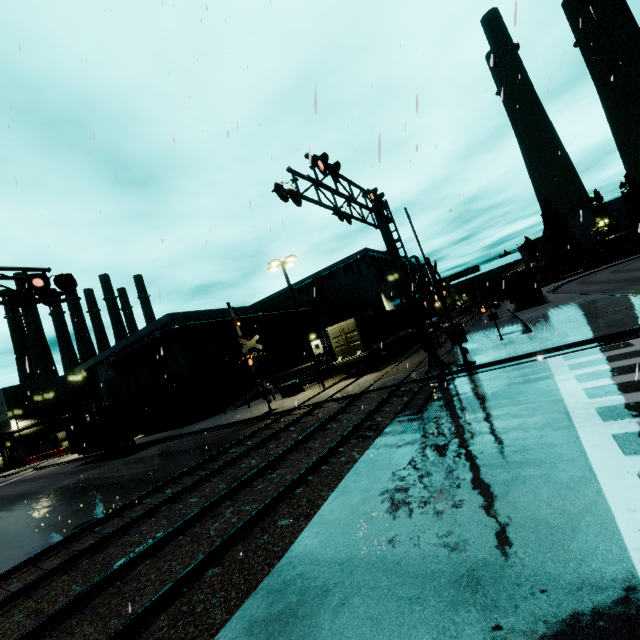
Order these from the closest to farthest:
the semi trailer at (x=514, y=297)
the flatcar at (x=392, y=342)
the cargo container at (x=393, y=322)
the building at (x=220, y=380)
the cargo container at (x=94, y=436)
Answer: the flatcar at (x=392, y=342) < the cargo container at (x=393, y=322) < the cargo container at (x=94, y=436) < the semi trailer at (x=514, y=297) < the building at (x=220, y=380)

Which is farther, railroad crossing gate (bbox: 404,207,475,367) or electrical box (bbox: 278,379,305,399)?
electrical box (bbox: 278,379,305,399)

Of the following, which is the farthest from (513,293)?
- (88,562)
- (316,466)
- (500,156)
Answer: (88,562)

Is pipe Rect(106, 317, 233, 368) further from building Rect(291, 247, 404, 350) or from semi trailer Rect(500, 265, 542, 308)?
semi trailer Rect(500, 265, 542, 308)

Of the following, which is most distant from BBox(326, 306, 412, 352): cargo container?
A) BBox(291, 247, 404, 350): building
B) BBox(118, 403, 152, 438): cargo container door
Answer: BBox(291, 247, 404, 350): building

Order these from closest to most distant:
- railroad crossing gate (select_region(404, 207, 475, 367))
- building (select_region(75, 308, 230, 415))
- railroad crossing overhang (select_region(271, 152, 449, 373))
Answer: railroad crossing overhang (select_region(271, 152, 449, 373)) < railroad crossing gate (select_region(404, 207, 475, 367)) < building (select_region(75, 308, 230, 415))

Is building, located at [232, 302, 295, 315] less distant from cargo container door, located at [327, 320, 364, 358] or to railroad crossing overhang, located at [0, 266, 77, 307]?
cargo container door, located at [327, 320, 364, 358]

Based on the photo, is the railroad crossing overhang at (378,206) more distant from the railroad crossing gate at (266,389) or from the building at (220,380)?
the building at (220,380)
